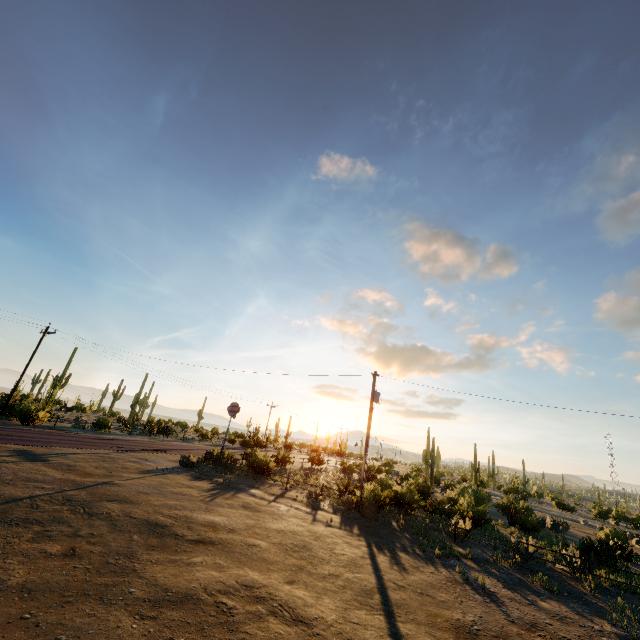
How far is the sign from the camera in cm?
2520

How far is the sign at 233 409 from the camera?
25.2m

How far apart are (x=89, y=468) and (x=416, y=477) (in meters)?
28.25
